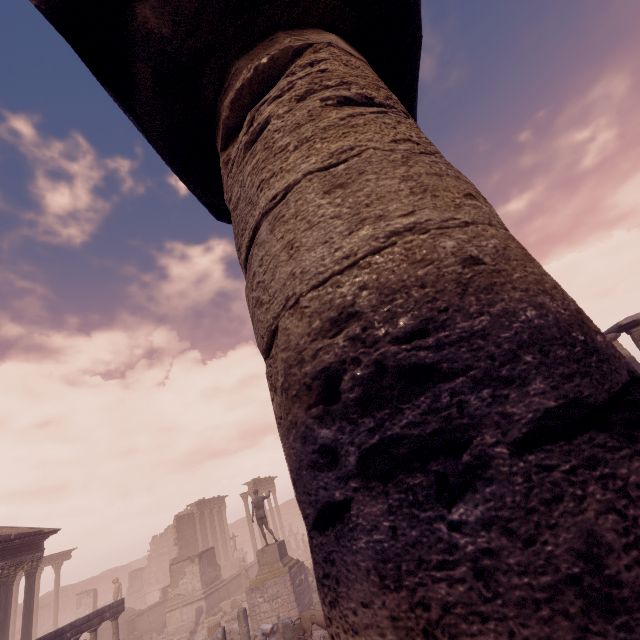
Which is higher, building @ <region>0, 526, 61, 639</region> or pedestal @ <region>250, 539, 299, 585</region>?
building @ <region>0, 526, 61, 639</region>

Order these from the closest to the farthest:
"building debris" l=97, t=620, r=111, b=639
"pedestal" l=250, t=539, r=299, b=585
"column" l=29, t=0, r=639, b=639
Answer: "column" l=29, t=0, r=639, b=639, "pedestal" l=250, t=539, r=299, b=585, "building debris" l=97, t=620, r=111, b=639

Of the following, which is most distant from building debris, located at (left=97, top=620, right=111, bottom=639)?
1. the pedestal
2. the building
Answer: the pedestal

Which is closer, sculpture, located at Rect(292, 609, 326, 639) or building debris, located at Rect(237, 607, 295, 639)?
sculpture, located at Rect(292, 609, 326, 639)

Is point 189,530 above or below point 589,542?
above

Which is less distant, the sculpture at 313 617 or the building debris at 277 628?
the sculpture at 313 617

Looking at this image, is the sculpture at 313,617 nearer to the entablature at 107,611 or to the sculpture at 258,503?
the sculpture at 258,503

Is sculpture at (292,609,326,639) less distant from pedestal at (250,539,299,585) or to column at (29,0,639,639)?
pedestal at (250,539,299,585)
